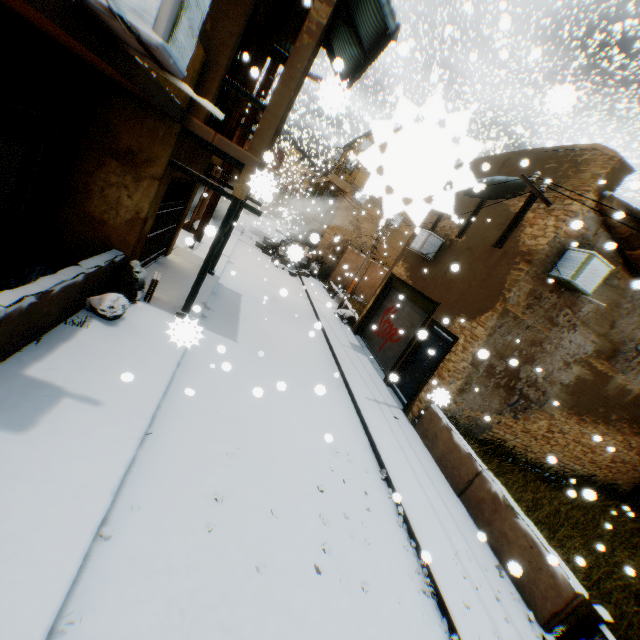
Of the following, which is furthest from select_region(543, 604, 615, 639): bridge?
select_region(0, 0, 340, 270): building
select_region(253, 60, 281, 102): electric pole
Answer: select_region(253, 60, 281, 102): electric pole

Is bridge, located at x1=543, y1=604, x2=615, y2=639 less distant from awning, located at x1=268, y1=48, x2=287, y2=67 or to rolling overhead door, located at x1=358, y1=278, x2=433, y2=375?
rolling overhead door, located at x1=358, y1=278, x2=433, y2=375

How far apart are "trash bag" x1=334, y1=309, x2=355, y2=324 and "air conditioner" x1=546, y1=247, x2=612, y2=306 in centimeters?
223cm

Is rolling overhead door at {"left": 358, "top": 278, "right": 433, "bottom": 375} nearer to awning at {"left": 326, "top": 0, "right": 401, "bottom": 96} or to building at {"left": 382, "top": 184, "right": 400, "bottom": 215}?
building at {"left": 382, "top": 184, "right": 400, "bottom": 215}

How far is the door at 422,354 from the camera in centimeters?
987cm

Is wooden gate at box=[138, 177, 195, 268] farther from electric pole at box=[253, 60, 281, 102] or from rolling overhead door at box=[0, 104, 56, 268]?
electric pole at box=[253, 60, 281, 102]

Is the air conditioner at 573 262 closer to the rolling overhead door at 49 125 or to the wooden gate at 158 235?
the rolling overhead door at 49 125

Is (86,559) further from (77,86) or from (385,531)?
(77,86)
